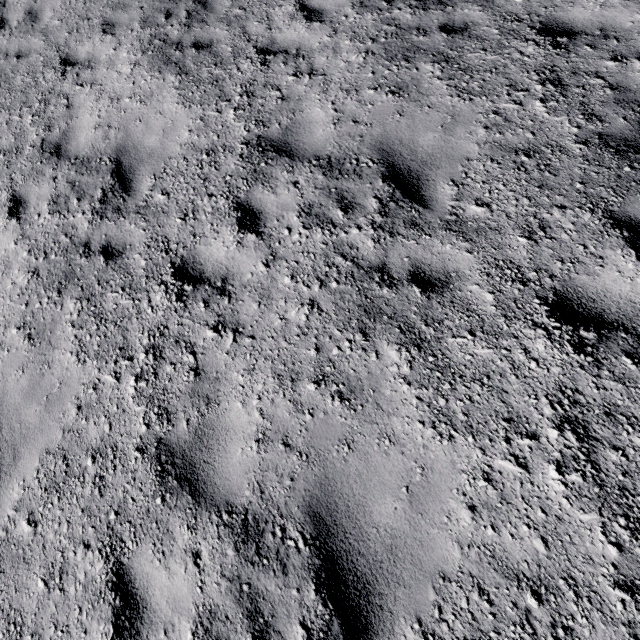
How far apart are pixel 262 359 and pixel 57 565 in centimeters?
278cm
